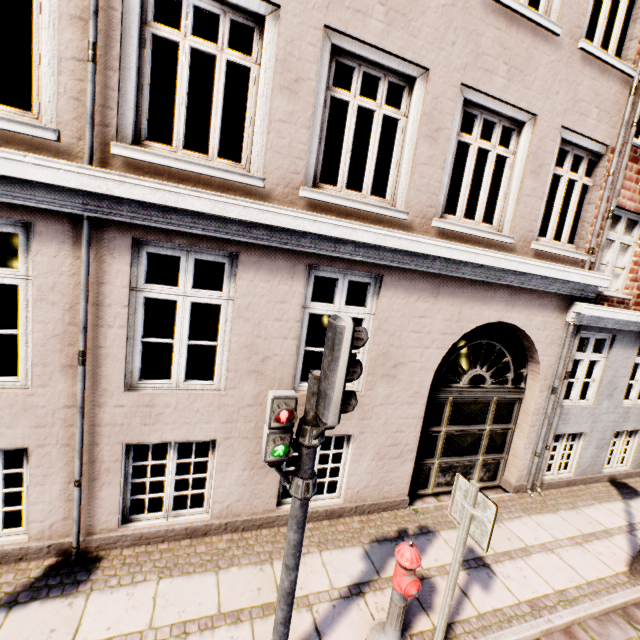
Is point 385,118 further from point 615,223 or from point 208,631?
point 208,631

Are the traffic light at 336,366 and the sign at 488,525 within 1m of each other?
no

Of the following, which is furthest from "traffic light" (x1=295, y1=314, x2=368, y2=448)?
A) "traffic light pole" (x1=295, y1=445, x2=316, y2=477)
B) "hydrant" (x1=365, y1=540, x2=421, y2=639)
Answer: "hydrant" (x1=365, y1=540, x2=421, y2=639)

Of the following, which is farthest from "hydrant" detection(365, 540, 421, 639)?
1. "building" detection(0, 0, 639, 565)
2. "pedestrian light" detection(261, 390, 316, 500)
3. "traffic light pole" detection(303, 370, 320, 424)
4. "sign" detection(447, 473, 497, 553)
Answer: "building" detection(0, 0, 639, 565)

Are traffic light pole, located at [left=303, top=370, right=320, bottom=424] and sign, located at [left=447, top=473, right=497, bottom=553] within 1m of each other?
no

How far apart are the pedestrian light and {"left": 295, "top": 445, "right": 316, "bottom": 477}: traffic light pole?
0.02m

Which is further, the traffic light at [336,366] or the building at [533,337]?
the building at [533,337]

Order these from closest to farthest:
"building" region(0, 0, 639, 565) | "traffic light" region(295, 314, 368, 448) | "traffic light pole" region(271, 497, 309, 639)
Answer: "traffic light" region(295, 314, 368, 448) → "traffic light pole" region(271, 497, 309, 639) → "building" region(0, 0, 639, 565)
